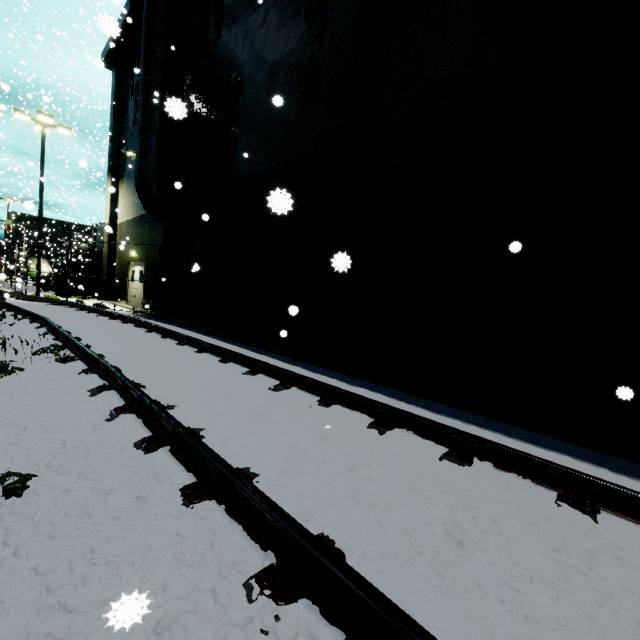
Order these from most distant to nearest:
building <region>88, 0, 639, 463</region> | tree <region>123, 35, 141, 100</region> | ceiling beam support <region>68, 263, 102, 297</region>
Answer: ceiling beam support <region>68, 263, 102, 297</region> < tree <region>123, 35, 141, 100</region> < building <region>88, 0, 639, 463</region>

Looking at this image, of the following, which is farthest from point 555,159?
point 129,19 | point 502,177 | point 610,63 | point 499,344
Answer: point 129,19

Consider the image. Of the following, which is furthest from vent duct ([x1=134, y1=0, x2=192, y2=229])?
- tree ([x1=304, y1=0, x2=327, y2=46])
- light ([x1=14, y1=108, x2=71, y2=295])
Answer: light ([x1=14, y1=108, x2=71, y2=295])

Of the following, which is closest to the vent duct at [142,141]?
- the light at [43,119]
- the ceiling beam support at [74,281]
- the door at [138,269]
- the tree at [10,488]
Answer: the door at [138,269]

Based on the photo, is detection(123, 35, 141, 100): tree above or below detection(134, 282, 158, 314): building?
above

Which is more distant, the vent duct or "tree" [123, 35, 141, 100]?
"tree" [123, 35, 141, 100]

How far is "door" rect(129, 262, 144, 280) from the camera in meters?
17.2

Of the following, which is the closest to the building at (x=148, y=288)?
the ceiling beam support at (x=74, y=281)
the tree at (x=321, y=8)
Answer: the tree at (x=321, y=8)
